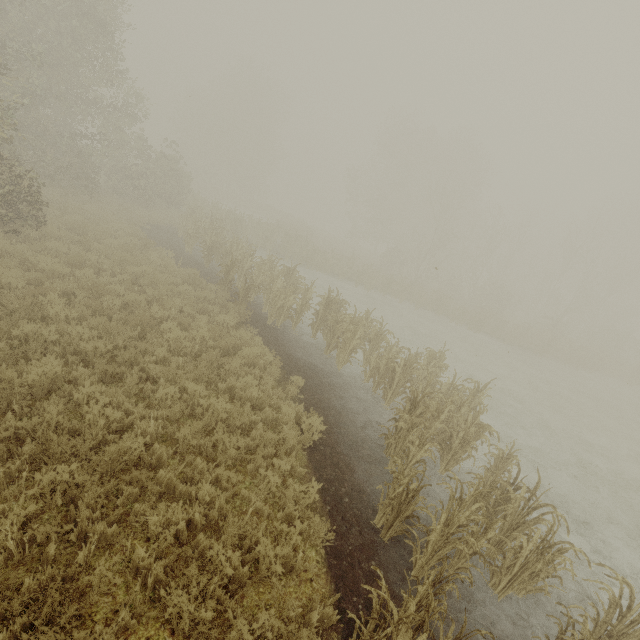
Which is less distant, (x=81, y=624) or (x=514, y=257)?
(x=81, y=624)
